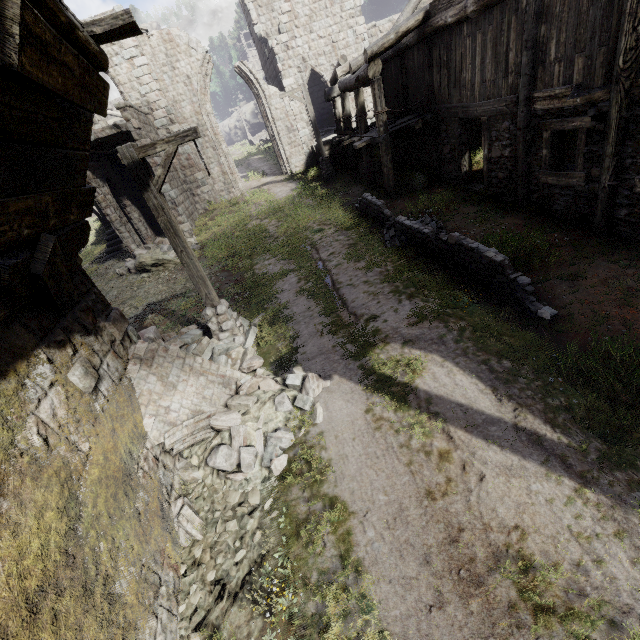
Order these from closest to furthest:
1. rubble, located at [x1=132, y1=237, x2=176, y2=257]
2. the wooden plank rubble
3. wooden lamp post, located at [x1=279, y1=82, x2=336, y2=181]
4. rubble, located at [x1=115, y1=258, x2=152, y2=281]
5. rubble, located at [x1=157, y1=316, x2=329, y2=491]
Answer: the wooden plank rubble < rubble, located at [x1=157, y1=316, x2=329, y2=491] < rubble, located at [x1=115, y1=258, x2=152, y2=281] < rubble, located at [x1=132, y1=237, x2=176, y2=257] < wooden lamp post, located at [x1=279, y1=82, x2=336, y2=181]

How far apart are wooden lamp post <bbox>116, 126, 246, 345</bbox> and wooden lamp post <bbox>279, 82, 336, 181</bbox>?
13.0m

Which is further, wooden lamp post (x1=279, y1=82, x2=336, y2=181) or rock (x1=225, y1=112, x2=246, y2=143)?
rock (x1=225, y1=112, x2=246, y2=143)

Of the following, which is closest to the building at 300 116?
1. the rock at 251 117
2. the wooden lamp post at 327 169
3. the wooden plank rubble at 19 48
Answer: the wooden plank rubble at 19 48

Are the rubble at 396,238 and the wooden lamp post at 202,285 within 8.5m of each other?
yes

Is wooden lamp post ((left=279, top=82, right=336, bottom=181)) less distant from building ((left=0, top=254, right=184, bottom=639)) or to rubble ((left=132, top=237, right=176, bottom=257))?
building ((left=0, top=254, right=184, bottom=639))

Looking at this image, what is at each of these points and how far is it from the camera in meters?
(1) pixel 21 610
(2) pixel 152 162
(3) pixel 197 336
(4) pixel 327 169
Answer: (1) building, 2.4
(2) building, 16.4
(3) rubble, 8.1
(4) wooden lamp post, 18.5

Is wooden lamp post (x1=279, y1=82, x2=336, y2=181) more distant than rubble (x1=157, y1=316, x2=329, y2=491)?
Yes
